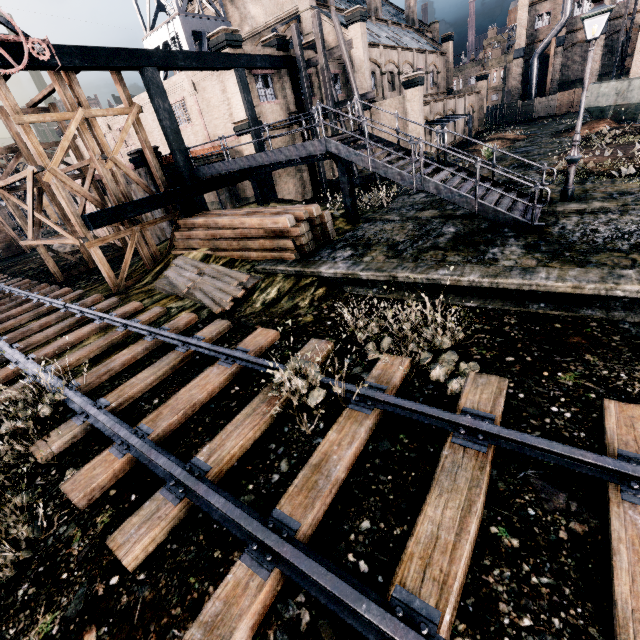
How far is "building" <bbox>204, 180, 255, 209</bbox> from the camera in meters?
24.4

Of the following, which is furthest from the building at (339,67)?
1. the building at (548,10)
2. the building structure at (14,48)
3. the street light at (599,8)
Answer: Result: the street light at (599,8)

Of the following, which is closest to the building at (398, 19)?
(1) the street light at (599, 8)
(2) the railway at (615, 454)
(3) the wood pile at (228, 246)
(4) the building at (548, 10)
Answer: (3) the wood pile at (228, 246)

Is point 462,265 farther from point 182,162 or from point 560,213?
point 182,162

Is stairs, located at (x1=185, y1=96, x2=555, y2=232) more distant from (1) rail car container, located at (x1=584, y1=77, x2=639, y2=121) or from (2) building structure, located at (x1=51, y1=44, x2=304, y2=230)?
(1) rail car container, located at (x1=584, y1=77, x2=639, y2=121)

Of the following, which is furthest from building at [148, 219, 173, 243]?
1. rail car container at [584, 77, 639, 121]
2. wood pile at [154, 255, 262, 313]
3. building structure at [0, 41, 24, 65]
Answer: rail car container at [584, 77, 639, 121]

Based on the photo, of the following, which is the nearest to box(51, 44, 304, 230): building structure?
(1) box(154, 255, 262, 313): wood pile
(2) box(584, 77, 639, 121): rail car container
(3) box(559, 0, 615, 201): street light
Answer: (1) box(154, 255, 262, 313): wood pile

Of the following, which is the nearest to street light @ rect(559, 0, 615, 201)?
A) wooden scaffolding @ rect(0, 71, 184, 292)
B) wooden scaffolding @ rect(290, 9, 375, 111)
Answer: wooden scaffolding @ rect(290, 9, 375, 111)
